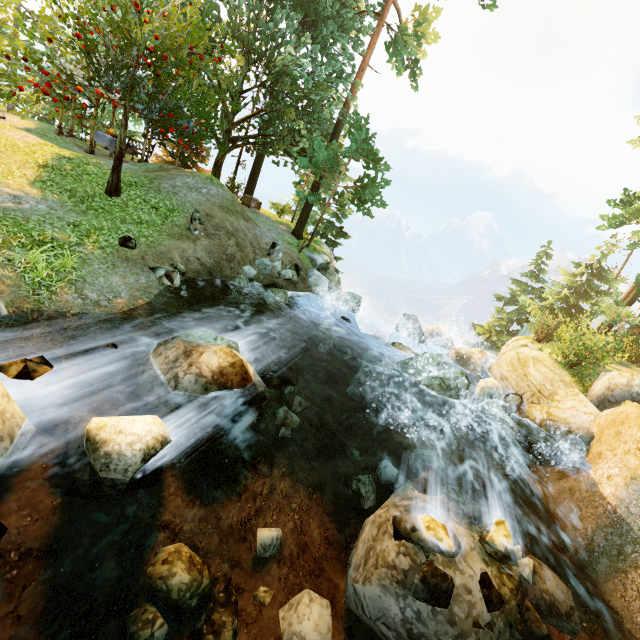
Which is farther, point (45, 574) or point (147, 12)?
point (147, 12)

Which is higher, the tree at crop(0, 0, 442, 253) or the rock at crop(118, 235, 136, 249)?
the tree at crop(0, 0, 442, 253)

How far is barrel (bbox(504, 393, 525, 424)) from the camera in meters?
11.6 m

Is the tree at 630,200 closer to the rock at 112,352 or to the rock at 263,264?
the rock at 263,264

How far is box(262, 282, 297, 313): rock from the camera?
13.0m

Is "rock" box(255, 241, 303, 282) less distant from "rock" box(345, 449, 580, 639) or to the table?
"rock" box(345, 449, 580, 639)

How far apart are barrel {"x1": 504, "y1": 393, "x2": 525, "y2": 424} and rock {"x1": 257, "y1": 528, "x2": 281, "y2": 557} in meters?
9.5

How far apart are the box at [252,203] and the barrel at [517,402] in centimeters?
1987cm
